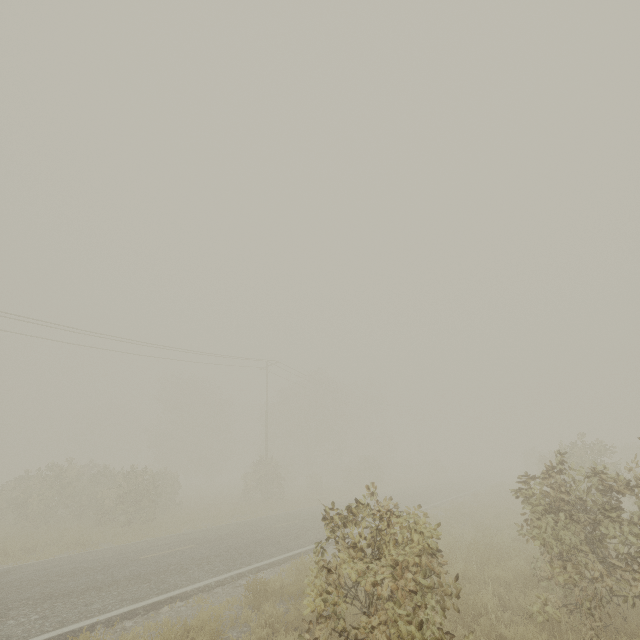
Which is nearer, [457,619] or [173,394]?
[457,619]
